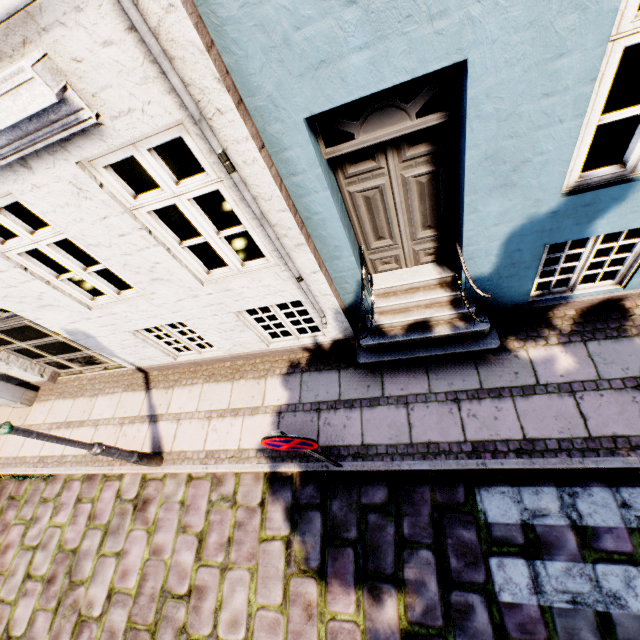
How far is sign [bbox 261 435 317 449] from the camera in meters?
2.9 m

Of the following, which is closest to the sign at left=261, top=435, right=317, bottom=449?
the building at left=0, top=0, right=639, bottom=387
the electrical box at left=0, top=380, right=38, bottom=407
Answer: the building at left=0, top=0, right=639, bottom=387

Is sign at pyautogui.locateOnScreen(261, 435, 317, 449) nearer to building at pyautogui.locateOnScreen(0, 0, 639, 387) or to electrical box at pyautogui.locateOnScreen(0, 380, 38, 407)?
building at pyautogui.locateOnScreen(0, 0, 639, 387)

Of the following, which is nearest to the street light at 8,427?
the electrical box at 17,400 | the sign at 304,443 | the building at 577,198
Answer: the building at 577,198

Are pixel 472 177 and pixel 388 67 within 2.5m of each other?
yes

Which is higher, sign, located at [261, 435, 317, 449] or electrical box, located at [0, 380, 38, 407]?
sign, located at [261, 435, 317, 449]

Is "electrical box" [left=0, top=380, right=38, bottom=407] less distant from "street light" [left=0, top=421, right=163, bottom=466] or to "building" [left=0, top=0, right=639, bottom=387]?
"building" [left=0, top=0, right=639, bottom=387]

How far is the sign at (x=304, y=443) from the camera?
2.85m
